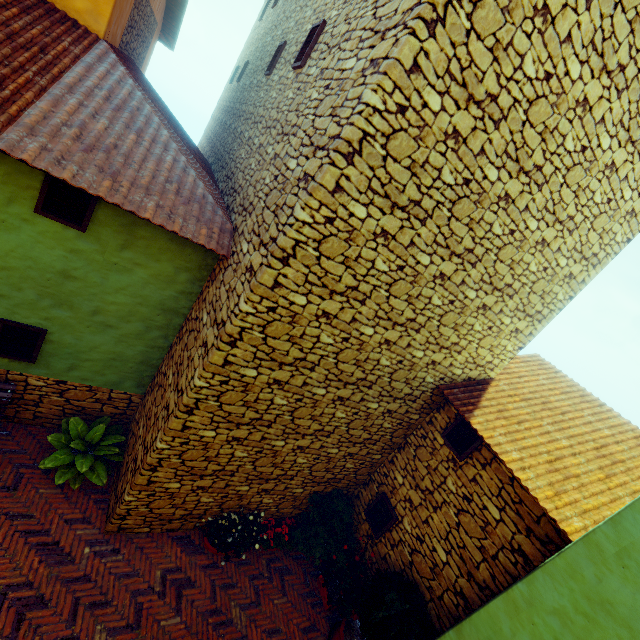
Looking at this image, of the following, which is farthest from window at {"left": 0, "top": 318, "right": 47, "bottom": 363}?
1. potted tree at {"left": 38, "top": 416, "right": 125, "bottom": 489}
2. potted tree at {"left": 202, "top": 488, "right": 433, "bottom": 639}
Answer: potted tree at {"left": 202, "top": 488, "right": 433, "bottom": 639}

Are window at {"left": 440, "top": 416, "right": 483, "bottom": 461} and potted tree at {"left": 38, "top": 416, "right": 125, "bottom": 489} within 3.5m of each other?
no

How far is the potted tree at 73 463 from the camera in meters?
5.2 m

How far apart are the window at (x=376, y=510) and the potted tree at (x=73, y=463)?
5.00m

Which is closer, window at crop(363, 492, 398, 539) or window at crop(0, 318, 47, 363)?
window at crop(0, 318, 47, 363)

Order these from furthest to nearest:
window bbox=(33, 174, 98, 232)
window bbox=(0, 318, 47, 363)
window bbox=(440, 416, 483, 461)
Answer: window bbox=(440, 416, 483, 461)
window bbox=(0, 318, 47, 363)
window bbox=(33, 174, 98, 232)

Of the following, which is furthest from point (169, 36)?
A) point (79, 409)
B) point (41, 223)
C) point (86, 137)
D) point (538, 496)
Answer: point (538, 496)

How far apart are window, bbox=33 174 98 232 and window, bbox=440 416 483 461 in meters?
6.8
